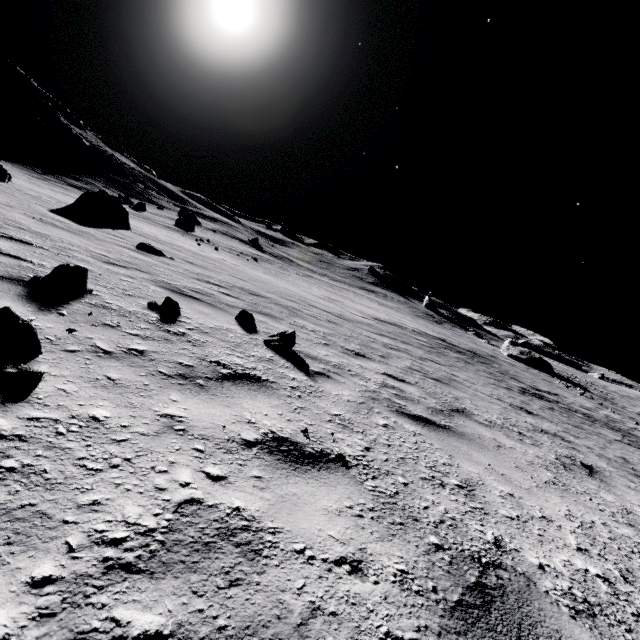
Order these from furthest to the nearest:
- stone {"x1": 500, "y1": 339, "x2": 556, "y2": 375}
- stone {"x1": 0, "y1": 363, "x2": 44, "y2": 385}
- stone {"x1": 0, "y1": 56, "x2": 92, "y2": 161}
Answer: stone {"x1": 500, "y1": 339, "x2": 556, "y2": 375}, stone {"x1": 0, "y1": 56, "x2": 92, "y2": 161}, stone {"x1": 0, "y1": 363, "x2": 44, "y2": 385}

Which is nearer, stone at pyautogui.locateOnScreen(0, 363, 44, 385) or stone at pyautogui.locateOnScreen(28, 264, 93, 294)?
stone at pyautogui.locateOnScreen(0, 363, 44, 385)

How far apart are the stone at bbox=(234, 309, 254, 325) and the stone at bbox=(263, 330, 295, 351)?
0.63m

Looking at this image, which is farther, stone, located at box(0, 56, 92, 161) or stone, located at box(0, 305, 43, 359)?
stone, located at box(0, 56, 92, 161)

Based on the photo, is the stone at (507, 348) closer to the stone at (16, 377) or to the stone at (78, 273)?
the stone at (78, 273)

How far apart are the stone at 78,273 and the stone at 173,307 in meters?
0.6 m

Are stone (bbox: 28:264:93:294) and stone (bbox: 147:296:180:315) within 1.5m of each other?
yes

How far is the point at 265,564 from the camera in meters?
1.2 m
